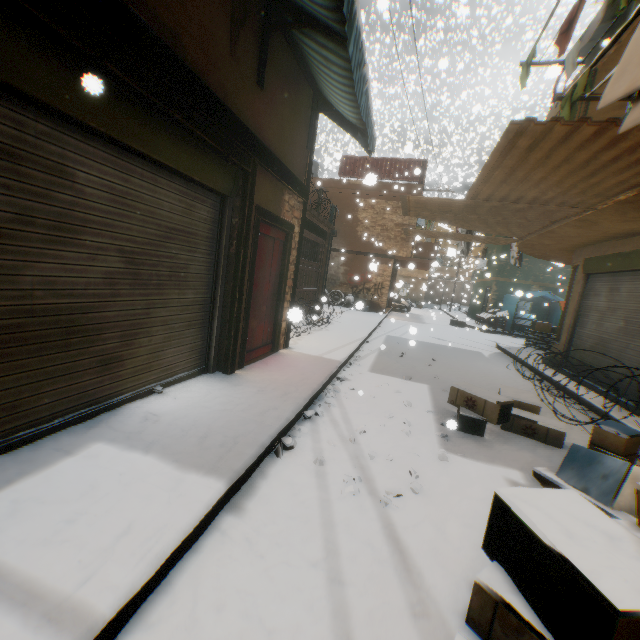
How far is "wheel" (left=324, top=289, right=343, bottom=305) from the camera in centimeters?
1870cm

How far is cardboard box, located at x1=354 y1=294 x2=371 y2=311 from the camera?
6.1m

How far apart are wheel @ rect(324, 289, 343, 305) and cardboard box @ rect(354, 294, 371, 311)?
0.4 meters

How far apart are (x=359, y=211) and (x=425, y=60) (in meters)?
24.27

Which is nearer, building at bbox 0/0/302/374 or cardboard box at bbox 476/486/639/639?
cardboard box at bbox 476/486/639/639

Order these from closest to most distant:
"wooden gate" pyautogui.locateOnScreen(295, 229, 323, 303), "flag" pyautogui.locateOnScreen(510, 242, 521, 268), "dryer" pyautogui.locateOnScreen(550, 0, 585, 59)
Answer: "dryer" pyautogui.locateOnScreen(550, 0, 585, 59), "wooden gate" pyautogui.locateOnScreen(295, 229, 323, 303), "flag" pyautogui.locateOnScreen(510, 242, 521, 268)

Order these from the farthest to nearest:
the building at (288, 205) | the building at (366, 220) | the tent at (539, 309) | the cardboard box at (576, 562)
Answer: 1. the tent at (539, 309)
2. the building at (366, 220)
3. the building at (288, 205)
4. the cardboard box at (576, 562)

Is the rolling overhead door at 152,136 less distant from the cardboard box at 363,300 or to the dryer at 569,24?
the dryer at 569,24
